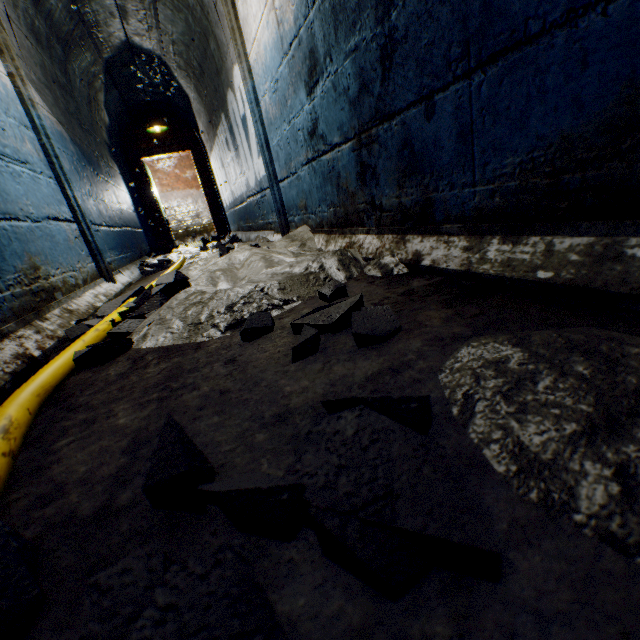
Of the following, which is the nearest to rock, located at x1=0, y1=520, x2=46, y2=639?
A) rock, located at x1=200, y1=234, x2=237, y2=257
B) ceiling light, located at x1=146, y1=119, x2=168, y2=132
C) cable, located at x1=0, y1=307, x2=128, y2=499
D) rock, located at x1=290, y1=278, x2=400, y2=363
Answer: cable, located at x1=0, y1=307, x2=128, y2=499

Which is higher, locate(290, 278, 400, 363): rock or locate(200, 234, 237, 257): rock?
locate(200, 234, 237, 257): rock

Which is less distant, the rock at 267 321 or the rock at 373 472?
the rock at 373 472

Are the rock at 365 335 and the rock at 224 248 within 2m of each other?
no

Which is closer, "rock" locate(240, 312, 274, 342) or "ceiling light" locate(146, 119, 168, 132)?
"rock" locate(240, 312, 274, 342)

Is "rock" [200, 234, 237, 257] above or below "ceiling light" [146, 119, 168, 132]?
below

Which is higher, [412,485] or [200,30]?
[200,30]

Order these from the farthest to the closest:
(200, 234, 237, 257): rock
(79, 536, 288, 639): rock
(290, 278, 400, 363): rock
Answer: (200, 234, 237, 257): rock < (290, 278, 400, 363): rock < (79, 536, 288, 639): rock
